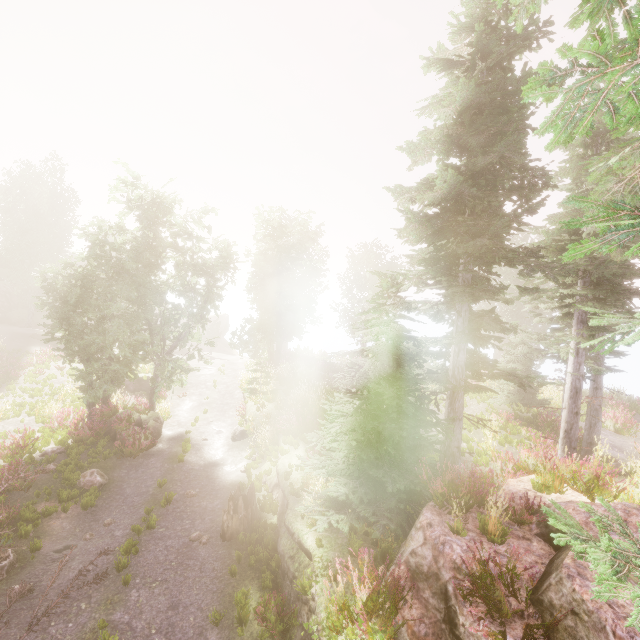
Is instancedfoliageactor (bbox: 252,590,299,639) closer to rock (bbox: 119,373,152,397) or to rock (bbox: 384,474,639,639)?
rock (bbox: 384,474,639,639)

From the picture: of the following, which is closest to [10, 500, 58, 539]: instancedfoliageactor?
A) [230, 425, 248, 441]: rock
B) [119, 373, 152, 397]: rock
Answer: [119, 373, 152, 397]: rock

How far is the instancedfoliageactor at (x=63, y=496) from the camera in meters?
10.6 m

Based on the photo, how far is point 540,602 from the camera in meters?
4.8 m

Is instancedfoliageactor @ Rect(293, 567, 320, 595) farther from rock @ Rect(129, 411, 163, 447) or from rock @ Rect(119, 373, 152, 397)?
rock @ Rect(119, 373, 152, 397)

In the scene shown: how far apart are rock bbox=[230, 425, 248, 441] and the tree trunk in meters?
5.5 m

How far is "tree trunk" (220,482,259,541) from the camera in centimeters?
967cm

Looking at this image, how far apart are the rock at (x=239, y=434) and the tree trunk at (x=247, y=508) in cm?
551
